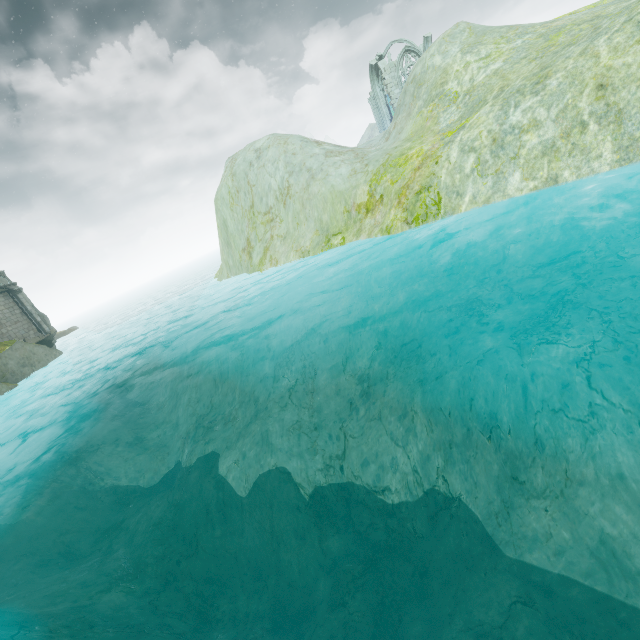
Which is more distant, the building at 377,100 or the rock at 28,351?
the building at 377,100

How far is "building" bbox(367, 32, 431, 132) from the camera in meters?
38.7

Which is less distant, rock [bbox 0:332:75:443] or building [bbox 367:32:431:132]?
rock [bbox 0:332:75:443]

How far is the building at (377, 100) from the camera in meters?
38.7 m

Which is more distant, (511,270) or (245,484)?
(245,484)

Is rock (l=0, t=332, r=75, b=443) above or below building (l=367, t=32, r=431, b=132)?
below
